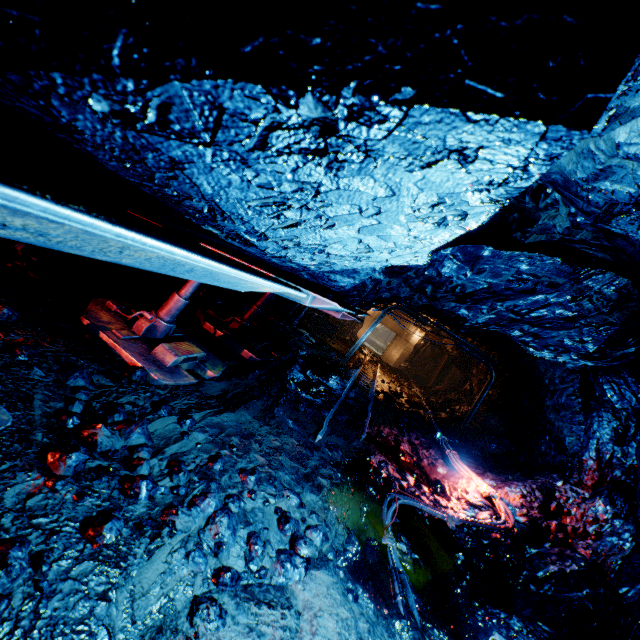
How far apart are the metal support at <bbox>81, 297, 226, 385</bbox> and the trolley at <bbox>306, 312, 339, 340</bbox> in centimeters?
1089cm

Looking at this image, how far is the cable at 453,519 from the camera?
3.7 meters

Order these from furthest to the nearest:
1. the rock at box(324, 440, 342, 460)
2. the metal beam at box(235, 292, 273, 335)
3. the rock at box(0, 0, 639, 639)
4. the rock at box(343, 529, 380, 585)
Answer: the metal beam at box(235, 292, 273, 335), the rock at box(324, 440, 342, 460), the rock at box(343, 529, 380, 585), the rock at box(0, 0, 639, 639)

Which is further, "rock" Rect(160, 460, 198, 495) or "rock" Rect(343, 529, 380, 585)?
"rock" Rect(343, 529, 380, 585)

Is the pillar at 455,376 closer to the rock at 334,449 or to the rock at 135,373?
the rock at 334,449

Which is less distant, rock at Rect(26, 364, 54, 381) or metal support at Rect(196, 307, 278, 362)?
rock at Rect(26, 364, 54, 381)

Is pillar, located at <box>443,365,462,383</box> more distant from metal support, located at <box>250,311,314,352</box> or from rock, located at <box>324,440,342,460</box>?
metal support, located at <box>250,311,314,352</box>

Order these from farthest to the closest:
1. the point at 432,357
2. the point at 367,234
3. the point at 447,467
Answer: the point at 432,357
the point at 447,467
the point at 367,234
